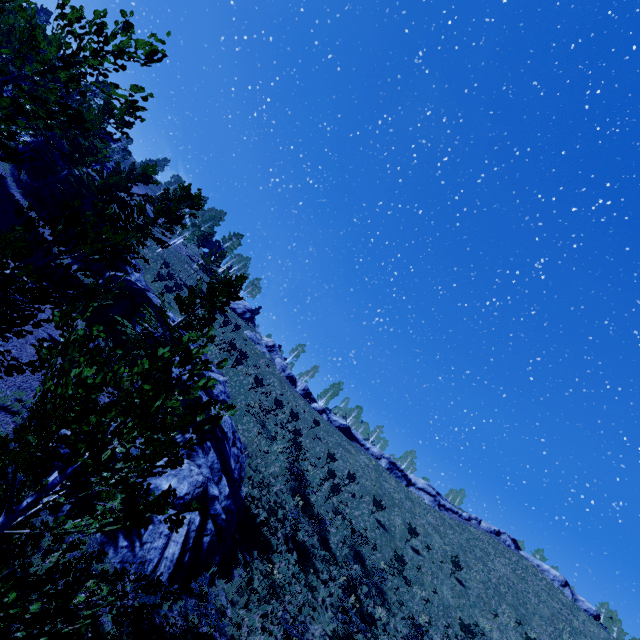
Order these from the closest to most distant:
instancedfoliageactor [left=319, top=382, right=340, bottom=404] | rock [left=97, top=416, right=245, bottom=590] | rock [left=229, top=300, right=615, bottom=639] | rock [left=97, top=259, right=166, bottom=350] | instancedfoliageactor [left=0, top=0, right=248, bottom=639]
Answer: instancedfoliageactor [left=0, top=0, right=248, bottom=639], rock [left=97, top=416, right=245, bottom=590], rock [left=97, top=259, right=166, bottom=350], rock [left=229, top=300, right=615, bottom=639], instancedfoliageactor [left=319, top=382, right=340, bottom=404]

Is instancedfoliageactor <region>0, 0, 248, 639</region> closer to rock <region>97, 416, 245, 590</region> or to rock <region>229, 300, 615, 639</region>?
rock <region>97, 416, 245, 590</region>

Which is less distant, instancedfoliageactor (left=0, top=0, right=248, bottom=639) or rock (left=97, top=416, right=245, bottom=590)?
instancedfoliageactor (left=0, top=0, right=248, bottom=639)

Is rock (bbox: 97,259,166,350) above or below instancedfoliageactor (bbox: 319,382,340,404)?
below

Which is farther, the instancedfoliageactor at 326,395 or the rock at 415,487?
the instancedfoliageactor at 326,395

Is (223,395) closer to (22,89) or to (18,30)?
(22,89)

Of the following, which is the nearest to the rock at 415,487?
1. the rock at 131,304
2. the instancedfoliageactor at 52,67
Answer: the rock at 131,304

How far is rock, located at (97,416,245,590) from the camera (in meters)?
12.17
